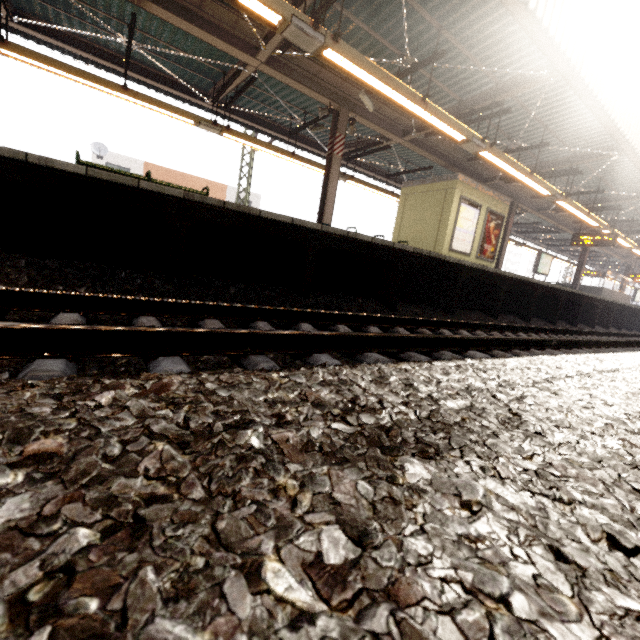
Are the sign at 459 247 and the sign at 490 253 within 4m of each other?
yes

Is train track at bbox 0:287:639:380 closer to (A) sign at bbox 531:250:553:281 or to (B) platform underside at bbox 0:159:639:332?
(B) platform underside at bbox 0:159:639:332

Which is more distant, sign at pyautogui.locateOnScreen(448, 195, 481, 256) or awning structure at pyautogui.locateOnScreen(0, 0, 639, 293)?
sign at pyautogui.locateOnScreen(448, 195, 481, 256)

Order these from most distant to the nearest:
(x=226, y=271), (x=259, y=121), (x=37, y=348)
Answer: (x=259, y=121) < (x=226, y=271) < (x=37, y=348)

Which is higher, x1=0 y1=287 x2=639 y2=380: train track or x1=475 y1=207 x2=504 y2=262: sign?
x1=475 y1=207 x2=504 y2=262: sign

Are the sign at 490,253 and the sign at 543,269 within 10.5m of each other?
yes

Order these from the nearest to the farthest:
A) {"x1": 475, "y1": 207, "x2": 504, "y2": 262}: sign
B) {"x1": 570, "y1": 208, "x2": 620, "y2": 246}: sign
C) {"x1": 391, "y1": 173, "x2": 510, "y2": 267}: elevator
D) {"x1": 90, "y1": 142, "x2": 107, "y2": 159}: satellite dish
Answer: {"x1": 391, "y1": 173, "x2": 510, "y2": 267}: elevator → {"x1": 475, "y1": 207, "x2": 504, "y2": 262}: sign → {"x1": 570, "y1": 208, "x2": 620, "y2": 246}: sign → {"x1": 90, "y1": 142, "x2": 107, "y2": 159}: satellite dish

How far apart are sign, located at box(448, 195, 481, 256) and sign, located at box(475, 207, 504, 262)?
0.32m
